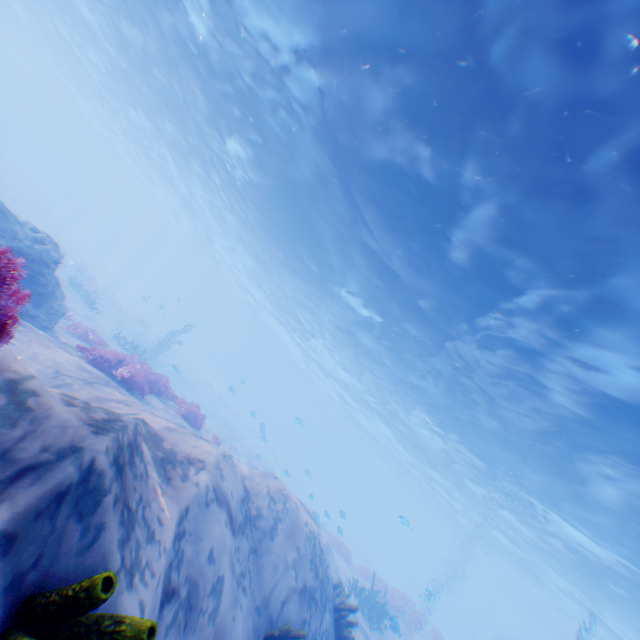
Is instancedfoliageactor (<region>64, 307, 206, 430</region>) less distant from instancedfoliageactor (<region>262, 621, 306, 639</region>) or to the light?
instancedfoliageactor (<region>262, 621, 306, 639</region>)

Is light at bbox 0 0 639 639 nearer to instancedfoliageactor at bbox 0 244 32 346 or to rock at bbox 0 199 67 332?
instancedfoliageactor at bbox 0 244 32 346

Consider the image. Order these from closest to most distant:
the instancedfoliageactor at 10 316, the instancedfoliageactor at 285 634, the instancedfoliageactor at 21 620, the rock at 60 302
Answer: the instancedfoliageactor at 21 620, the instancedfoliageactor at 10 316, the instancedfoliageactor at 285 634, the rock at 60 302

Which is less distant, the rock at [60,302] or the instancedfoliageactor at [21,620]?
the instancedfoliageactor at [21,620]

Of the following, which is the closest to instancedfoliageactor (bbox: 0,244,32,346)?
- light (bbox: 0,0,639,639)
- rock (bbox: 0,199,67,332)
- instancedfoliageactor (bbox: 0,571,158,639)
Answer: rock (bbox: 0,199,67,332)

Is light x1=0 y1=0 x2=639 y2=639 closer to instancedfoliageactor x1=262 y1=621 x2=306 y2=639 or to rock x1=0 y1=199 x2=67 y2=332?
instancedfoliageactor x1=262 y1=621 x2=306 y2=639

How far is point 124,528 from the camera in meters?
2.3
